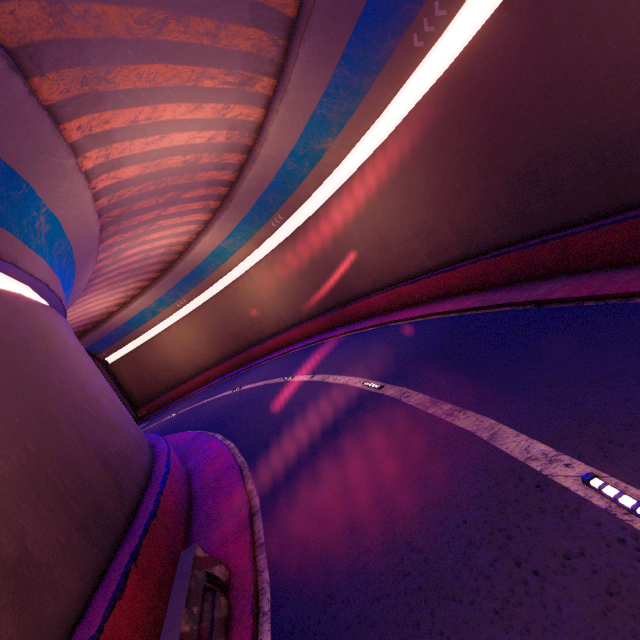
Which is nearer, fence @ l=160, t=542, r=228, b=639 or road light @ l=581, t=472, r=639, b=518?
road light @ l=581, t=472, r=639, b=518

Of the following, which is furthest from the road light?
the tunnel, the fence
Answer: the fence

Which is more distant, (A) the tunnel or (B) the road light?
(A) the tunnel

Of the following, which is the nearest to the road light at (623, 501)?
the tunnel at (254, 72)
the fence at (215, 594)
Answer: the tunnel at (254, 72)

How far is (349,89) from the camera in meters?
12.9 m

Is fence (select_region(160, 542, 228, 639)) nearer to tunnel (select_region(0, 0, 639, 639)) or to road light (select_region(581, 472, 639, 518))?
tunnel (select_region(0, 0, 639, 639))
